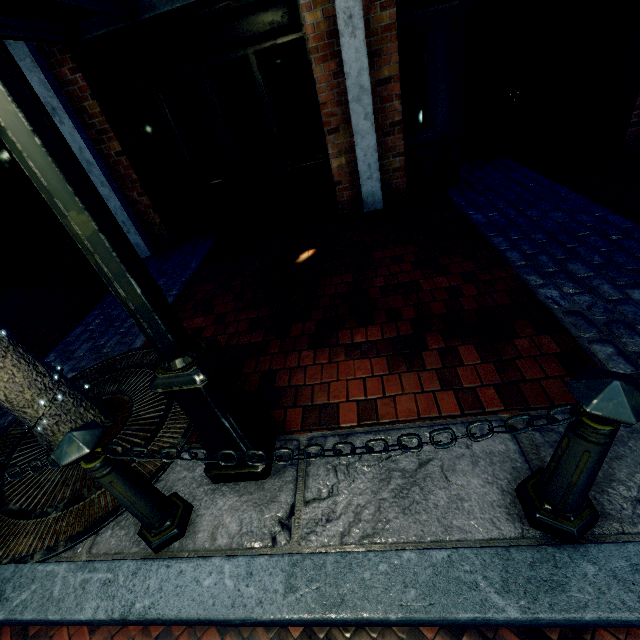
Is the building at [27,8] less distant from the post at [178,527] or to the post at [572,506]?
the post at [572,506]

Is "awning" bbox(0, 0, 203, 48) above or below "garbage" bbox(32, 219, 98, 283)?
above

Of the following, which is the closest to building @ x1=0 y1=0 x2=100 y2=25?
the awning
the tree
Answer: the tree

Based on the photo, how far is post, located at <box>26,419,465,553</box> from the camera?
1.3 meters

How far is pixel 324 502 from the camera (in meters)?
1.72

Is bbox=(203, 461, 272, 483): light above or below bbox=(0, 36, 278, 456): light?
below

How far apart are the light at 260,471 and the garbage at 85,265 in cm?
443

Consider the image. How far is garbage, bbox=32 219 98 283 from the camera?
4.69m
